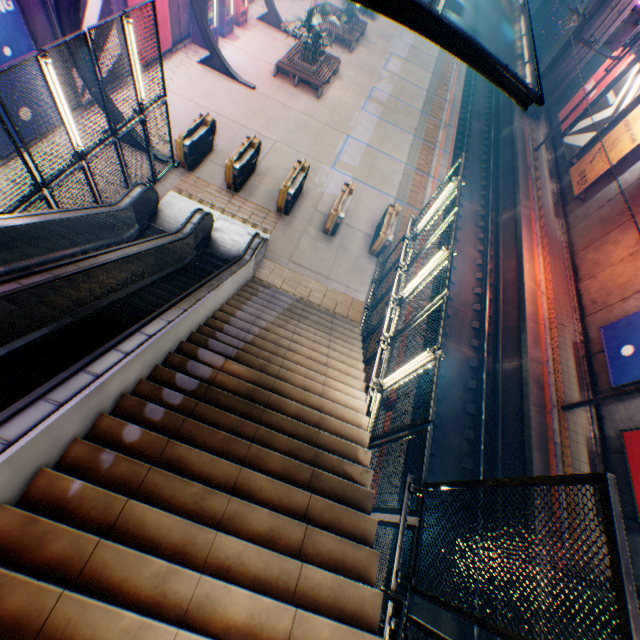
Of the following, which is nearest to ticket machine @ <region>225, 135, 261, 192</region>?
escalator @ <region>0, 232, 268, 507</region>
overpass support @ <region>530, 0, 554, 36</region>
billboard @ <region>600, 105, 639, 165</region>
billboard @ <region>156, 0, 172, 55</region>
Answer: escalator @ <region>0, 232, 268, 507</region>

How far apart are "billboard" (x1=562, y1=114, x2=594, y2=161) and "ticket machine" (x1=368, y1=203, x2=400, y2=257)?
13.91m

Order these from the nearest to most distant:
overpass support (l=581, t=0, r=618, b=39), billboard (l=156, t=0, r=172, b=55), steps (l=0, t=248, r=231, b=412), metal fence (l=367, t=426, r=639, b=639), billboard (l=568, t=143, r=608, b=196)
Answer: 1. metal fence (l=367, t=426, r=639, b=639)
2. steps (l=0, t=248, r=231, b=412)
3. billboard (l=156, t=0, r=172, b=55)
4. billboard (l=568, t=143, r=608, b=196)
5. overpass support (l=581, t=0, r=618, b=39)

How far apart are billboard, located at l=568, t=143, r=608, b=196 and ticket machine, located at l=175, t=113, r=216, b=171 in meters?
18.3

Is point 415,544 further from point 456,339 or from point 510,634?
point 456,339

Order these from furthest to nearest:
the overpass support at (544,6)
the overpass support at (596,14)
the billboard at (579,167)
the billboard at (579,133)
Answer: the overpass support at (544,6), the overpass support at (596,14), the billboard at (579,133), the billboard at (579,167)

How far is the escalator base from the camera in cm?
1090

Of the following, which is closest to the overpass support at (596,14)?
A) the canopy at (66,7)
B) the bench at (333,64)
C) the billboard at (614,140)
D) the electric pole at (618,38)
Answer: the electric pole at (618,38)
